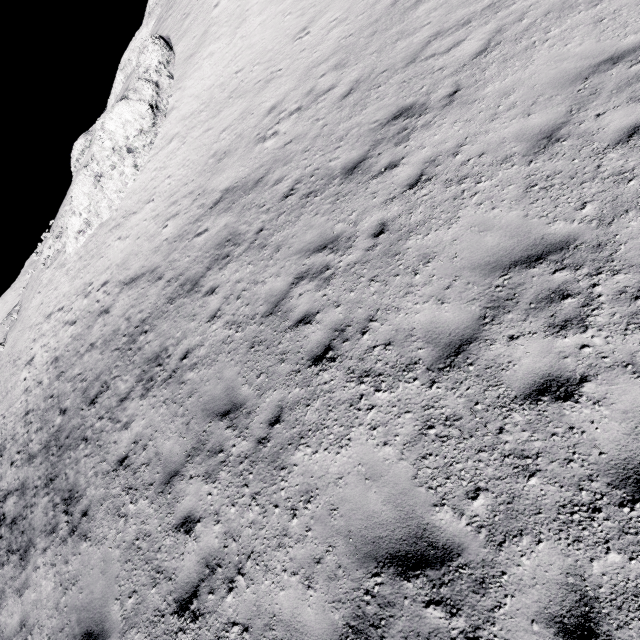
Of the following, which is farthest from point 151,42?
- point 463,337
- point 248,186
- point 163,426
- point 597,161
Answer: point 463,337
